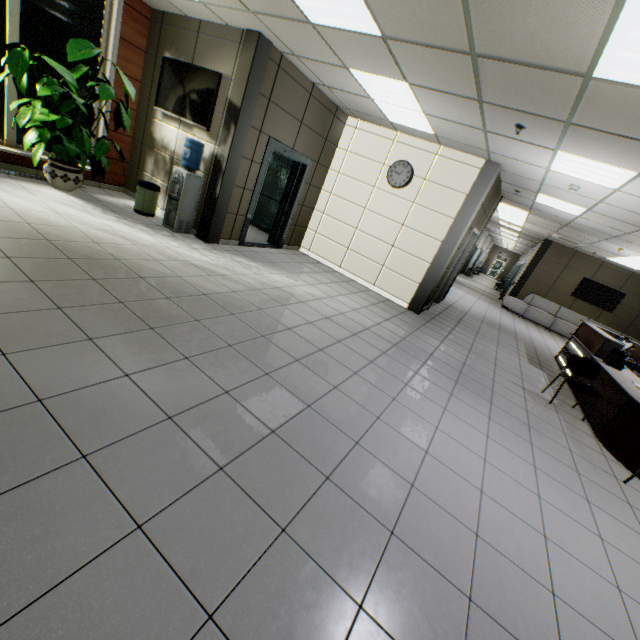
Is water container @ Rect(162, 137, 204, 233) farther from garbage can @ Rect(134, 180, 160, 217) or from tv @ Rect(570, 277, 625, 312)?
tv @ Rect(570, 277, 625, 312)

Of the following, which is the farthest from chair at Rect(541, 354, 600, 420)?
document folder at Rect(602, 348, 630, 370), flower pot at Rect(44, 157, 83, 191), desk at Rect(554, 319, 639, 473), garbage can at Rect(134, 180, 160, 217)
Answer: flower pot at Rect(44, 157, 83, 191)

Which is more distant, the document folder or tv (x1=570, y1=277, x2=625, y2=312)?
tv (x1=570, y1=277, x2=625, y2=312)

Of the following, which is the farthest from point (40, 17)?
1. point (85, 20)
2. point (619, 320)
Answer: point (619, 320)

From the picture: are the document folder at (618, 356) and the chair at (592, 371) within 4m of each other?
yes

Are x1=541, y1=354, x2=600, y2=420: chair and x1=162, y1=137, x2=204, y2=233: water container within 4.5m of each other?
no

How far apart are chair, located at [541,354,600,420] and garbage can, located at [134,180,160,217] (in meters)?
7.66

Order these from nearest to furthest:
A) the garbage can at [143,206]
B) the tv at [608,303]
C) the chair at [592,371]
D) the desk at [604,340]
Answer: the desk at [604,340]
the chair at [592,371]
the garbage can at [143,206]
the tv at [608,303]
